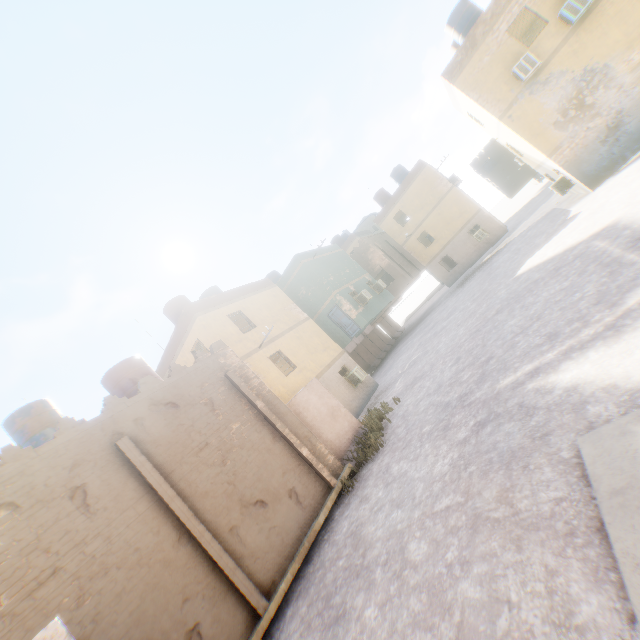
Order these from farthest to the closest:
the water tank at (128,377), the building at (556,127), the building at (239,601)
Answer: the building at (556,127)
the water tank at (128,377)
the building at (239,601)

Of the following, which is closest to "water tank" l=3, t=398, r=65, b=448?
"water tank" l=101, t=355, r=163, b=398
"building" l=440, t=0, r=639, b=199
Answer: "building" l=440, t=0, r=639, b=199

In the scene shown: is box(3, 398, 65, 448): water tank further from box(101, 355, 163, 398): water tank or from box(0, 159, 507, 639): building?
box(101, 355, 163, 398): water tank

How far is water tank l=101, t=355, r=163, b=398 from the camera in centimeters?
1151cm

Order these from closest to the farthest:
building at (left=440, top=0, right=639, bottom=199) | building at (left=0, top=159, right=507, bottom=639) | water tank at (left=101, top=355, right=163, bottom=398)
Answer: building at (left=0, top=159, right=507, bottom=639) → water tank at (left=101, top=355, right=163, bottom=398) → building at (left=440, top=0, right=639, bottom=199)

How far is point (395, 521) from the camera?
6.71m

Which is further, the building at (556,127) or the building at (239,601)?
the building at (556,127)
